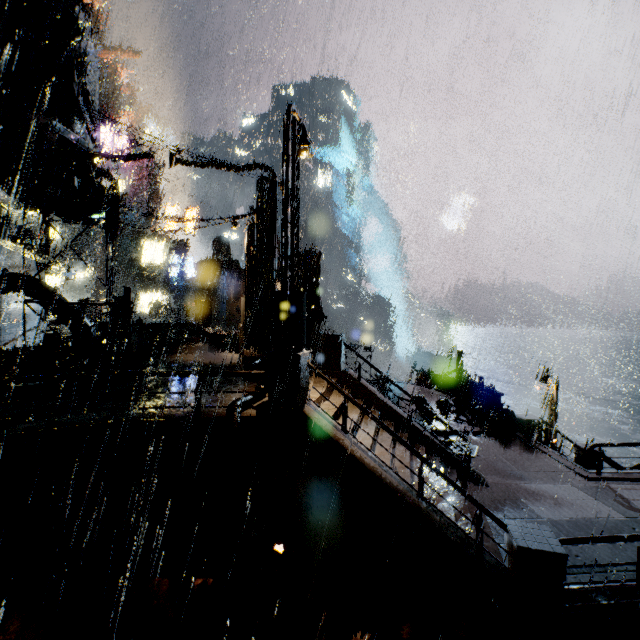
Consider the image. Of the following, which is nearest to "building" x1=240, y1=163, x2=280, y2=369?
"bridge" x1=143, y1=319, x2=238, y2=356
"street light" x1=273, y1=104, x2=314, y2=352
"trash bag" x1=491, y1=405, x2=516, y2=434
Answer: "bridge" x1=143, y1=319, x2=238, y2=356

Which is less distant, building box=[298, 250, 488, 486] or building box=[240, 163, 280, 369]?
building box=[298, 250, 488, 486]

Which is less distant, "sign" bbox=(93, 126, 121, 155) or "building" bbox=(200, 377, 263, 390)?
"building" bbox=(200, 377, 263, 390)

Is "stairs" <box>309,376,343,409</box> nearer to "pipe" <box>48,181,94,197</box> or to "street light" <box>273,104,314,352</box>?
"street light" <box>273,104,314,352</box>

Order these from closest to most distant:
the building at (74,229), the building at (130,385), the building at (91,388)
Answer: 1. the building at (91,388)
2. the building at (130,385)
3. the building at (74,229)

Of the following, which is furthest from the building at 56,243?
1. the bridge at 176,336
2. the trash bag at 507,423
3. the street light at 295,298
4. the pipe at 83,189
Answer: the street light at 295,298

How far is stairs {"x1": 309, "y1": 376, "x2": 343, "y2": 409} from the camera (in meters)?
10.23

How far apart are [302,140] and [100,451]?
9.0 meters
